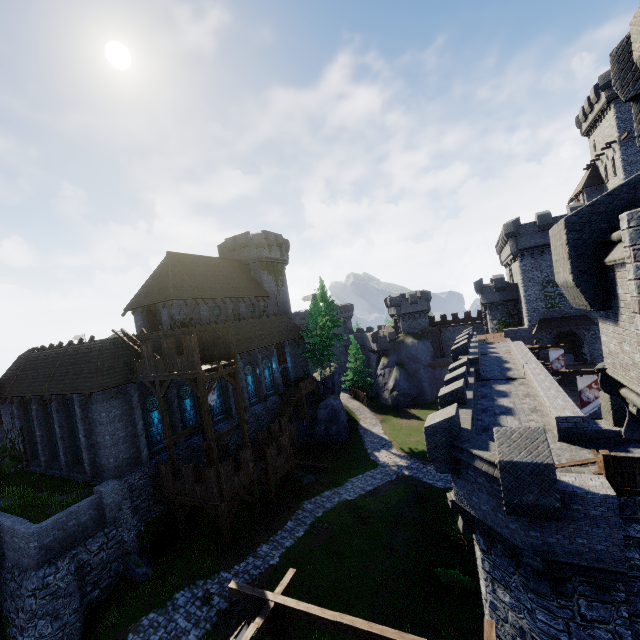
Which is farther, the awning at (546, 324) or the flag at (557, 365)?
the awning at (546, 324)

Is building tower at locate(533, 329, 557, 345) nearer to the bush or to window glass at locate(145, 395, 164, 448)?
the bush

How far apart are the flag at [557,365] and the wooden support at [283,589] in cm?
2852

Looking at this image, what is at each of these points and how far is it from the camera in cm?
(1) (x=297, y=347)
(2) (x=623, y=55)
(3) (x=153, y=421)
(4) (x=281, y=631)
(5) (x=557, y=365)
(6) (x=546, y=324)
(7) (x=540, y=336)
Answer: (1) building, 4259
(2) building tower, 1057
(3) window glass, 2352
(4) wooden support, 1005
(5) flag, 2880
(6) awning, 3722
(7) building tower, 3794

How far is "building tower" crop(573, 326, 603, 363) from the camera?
35.56m

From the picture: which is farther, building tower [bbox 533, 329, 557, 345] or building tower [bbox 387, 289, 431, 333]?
building tower [bbox 387, 289, 431, 333]

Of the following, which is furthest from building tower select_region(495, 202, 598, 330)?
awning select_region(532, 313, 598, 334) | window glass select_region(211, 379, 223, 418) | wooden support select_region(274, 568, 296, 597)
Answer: wooden support select_region(274, 568, 296, 597)

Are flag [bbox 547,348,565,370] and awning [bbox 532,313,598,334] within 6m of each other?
no
